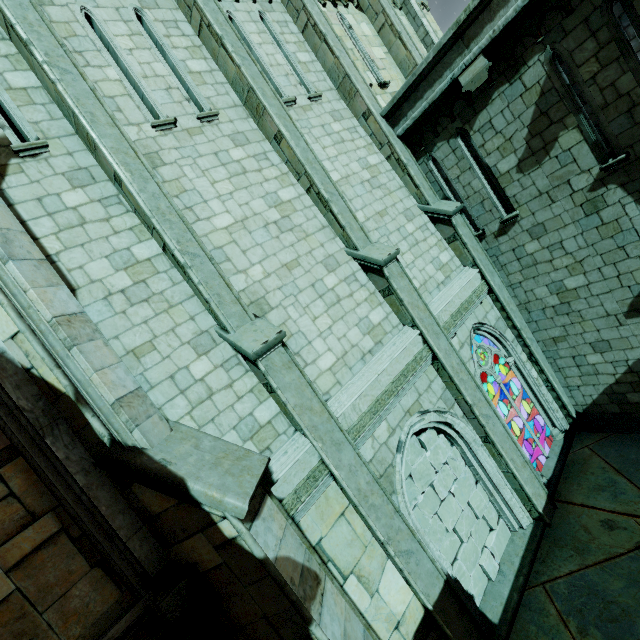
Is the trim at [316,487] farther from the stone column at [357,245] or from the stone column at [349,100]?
the stone column at [349,100]

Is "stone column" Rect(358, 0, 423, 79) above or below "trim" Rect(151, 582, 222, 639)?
above

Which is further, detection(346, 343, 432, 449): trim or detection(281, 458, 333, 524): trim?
detection(346, 343, 432, 449): trim

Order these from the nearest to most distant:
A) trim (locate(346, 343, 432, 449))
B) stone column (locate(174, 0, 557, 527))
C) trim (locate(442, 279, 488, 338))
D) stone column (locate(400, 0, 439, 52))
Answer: trim (locate(346, 343, 432, 449)) < stone column (locate(174, 0, 557, 527)) < trim (locate(442, 279, 488, 338)) < stone column (locate(400, 0, 439, 52))

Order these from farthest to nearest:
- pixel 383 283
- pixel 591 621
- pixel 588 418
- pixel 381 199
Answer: pixel 588 418, pixel 381 199, pixel 383 283, pixel 591 621

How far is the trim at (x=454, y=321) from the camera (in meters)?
7.50

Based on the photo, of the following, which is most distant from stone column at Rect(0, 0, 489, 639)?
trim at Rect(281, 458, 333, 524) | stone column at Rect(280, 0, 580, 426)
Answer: stone column at Rect(280, 0, 580, 426)

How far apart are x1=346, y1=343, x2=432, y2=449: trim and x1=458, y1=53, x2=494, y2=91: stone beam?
5.7m
